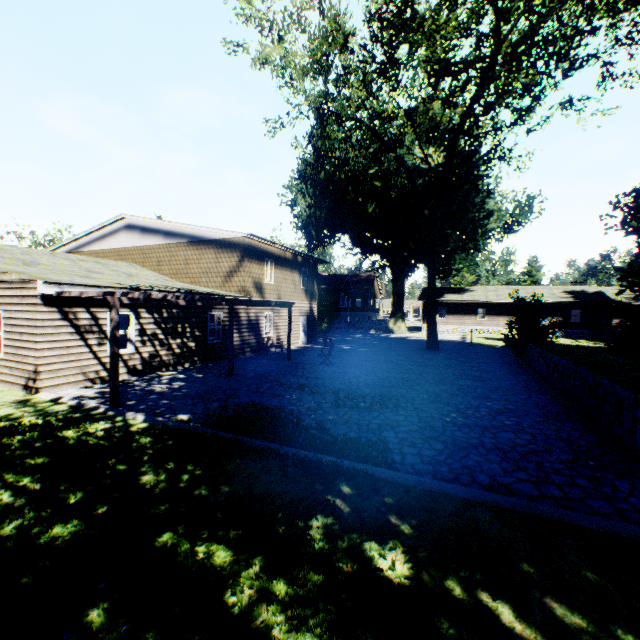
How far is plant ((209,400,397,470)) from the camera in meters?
6.1

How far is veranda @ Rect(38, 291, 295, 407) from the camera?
8.68m

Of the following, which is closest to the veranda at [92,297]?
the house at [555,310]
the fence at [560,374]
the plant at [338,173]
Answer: the fence at [560,374]

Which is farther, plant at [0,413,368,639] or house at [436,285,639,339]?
house at [436,285,639,339]

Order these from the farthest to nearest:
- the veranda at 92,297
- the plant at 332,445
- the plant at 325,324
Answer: the plant at 325,324, the veranda at 92,297, the plant at 332,445

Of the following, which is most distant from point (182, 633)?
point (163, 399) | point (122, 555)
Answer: point (163, 399)

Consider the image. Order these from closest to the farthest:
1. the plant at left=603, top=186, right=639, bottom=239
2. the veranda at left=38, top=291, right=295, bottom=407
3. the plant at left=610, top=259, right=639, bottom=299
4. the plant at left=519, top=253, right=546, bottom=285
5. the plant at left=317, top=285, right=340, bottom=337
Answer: the veranda at left=38, top=291, right=295, bottom=407 → the plant at left=610, top=259, right=639, bottom=299 → the plant at left=603, top=186, right=639, bottom=239 → the plant at left=317, top=285, right=340, bottom=337 → the plant at left=519, top=253, right=546, bottom=285
